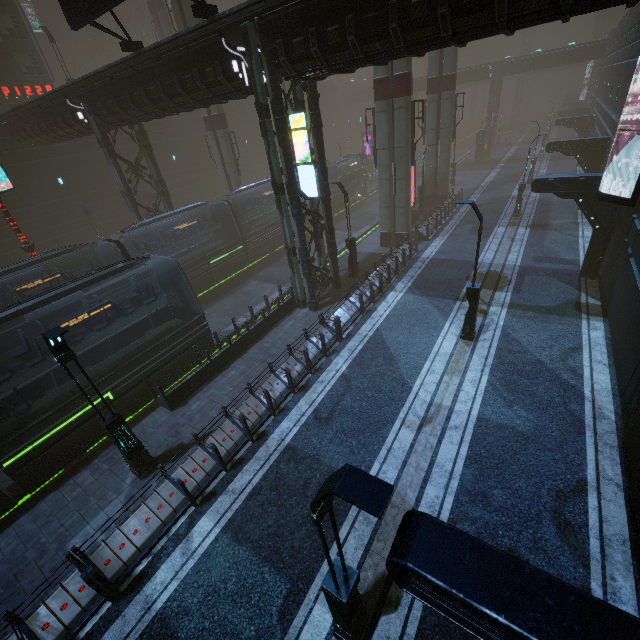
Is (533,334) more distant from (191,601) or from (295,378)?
(191,601)

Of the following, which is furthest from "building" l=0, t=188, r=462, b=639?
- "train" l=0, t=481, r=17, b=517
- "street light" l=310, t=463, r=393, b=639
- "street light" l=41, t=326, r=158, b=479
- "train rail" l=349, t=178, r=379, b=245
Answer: "train" l=0, t=481, r=17, b=517

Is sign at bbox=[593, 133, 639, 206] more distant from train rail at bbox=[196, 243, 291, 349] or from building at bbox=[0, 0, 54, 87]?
train rail at bbox=[196, 243, 291, 349]

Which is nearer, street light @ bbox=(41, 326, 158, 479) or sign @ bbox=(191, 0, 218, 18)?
street light @ bbox=(41, 326, 158, 479)

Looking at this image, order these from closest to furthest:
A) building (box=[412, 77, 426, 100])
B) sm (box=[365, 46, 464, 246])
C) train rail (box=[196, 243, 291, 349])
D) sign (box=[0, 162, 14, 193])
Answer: sign (box=[0, 162, 14, 193]), sm (box=[365, 46, 464, 246]), train rail (box=[196, 243, 291, 349]), building (box=[412, 77, 426, 100])

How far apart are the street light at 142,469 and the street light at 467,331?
11.9 meters

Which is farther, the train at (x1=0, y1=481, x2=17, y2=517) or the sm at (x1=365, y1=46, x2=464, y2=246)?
the sm at (x1=365, y1=46, x2=464, y2=246)

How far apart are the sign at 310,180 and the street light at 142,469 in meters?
10.2
